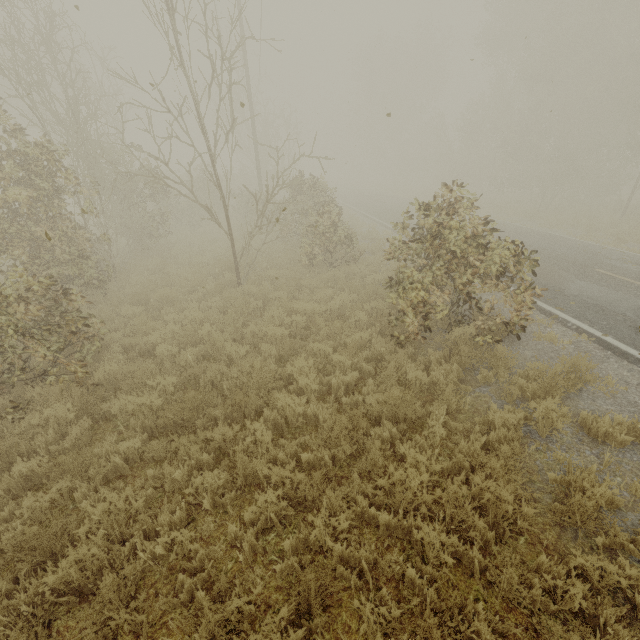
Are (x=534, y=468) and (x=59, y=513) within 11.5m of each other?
yes
